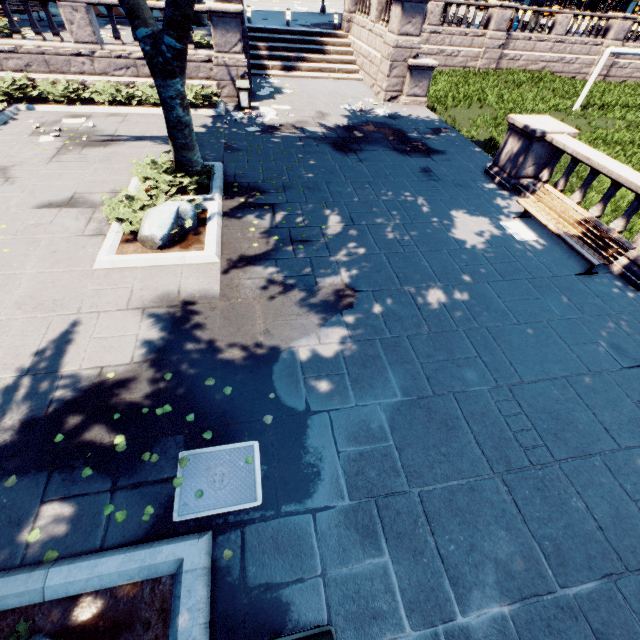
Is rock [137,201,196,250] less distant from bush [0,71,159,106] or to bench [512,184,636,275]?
bush [0,71,159,106]

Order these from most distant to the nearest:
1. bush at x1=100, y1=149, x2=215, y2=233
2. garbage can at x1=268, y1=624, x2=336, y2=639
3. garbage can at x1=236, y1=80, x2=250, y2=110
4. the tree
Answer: garbage can at x1=236, y1=80, x2=250, y2=110
bush at x1=100, y1=149, x2=215, y2=233
the tree
garbage can at x1=268, y1=624, x2=336, y2=639

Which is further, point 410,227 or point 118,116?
point 118,116

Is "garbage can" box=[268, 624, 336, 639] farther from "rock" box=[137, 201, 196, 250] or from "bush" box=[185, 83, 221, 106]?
"bush" box=[185, 83, 221, 106]

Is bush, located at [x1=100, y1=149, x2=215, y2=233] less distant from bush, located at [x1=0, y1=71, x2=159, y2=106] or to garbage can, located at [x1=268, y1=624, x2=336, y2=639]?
bush, located at [x1=0, y1=71, x2=159, y2=106]

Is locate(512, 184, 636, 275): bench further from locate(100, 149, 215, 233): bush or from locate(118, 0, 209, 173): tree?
locate(100, 149, 215, 233): bush

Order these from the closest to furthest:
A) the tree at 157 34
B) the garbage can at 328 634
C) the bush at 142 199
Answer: the garbage can at 328 634 < the tree at 157 34 < the bush at 142 199

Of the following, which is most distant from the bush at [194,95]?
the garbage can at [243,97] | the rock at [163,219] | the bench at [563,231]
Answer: the bench at [563,231]
